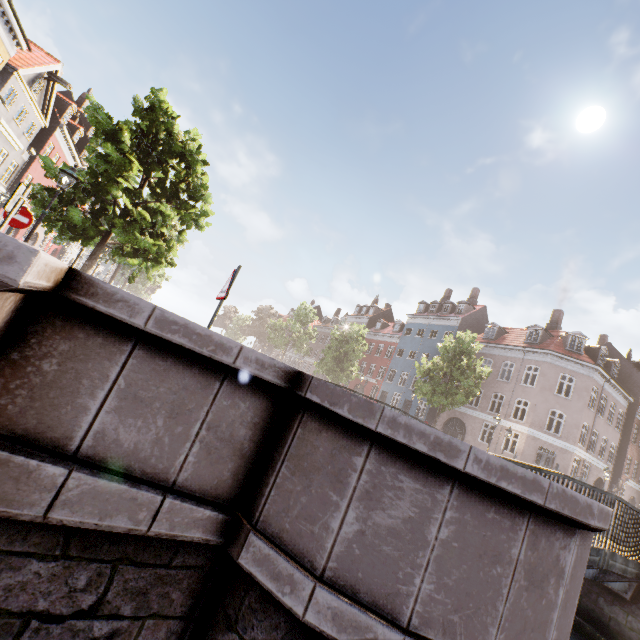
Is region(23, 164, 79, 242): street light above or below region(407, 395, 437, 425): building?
above

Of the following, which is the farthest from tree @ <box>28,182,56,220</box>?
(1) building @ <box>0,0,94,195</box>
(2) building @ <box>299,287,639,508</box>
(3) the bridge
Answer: (1) building @ <box>0,0,94,195</box>

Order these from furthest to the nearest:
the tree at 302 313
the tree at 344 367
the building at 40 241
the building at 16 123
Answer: the tree at 302 313 < the tree at 344 367 < the building at 40 241 < the building at 16 123

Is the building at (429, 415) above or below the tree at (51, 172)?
below

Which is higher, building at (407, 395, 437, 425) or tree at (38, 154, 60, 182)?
tree at (38, 154, 60, 182)

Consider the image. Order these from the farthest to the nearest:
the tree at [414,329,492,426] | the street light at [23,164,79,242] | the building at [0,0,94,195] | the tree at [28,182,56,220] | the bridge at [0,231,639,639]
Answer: the tree at [414,329,492,426]
the building at [0,0,94,195]
the tree at [28,182,56,220]
the street light at [23,164,79,242]
the bridge at [0,231,639,639]

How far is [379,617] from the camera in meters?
1.6 m

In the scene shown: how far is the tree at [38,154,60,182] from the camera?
11.1m
